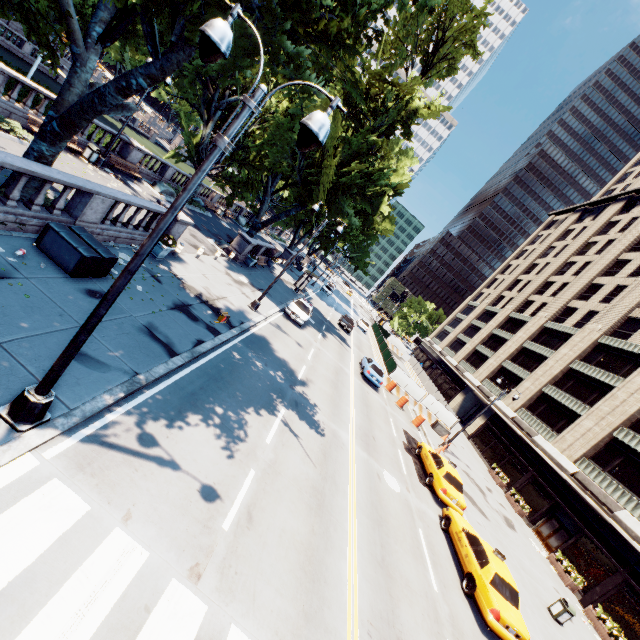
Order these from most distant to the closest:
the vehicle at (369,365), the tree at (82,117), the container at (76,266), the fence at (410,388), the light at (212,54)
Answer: the fence at (410,388) → the vehicle at (369,365) → the container at (76,266) → the tree at (82,117) → the light at (212,54)

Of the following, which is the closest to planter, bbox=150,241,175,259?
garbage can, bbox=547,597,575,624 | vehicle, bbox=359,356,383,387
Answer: vehicle, bbox=359,356,383,387

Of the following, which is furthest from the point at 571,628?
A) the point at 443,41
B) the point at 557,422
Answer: the point at 443,41

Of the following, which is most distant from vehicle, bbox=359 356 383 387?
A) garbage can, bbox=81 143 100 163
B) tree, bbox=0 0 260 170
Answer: garbage can, bbox=81 143 100 163

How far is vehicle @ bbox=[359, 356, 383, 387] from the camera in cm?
2603

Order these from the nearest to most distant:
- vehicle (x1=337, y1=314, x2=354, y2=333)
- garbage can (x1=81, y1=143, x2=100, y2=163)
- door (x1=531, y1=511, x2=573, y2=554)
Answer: garbage can (x1=81, y1=143, x2=100, y2=163), door (x1=531, y1=511, x2=573, y2=554), vehicle (x1=337, y1=314, x2=354, y2=333)

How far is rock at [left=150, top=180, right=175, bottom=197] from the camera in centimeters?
2638cm

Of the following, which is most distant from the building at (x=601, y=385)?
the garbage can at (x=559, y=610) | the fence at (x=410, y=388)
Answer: the fence at (x=410, y=388)
